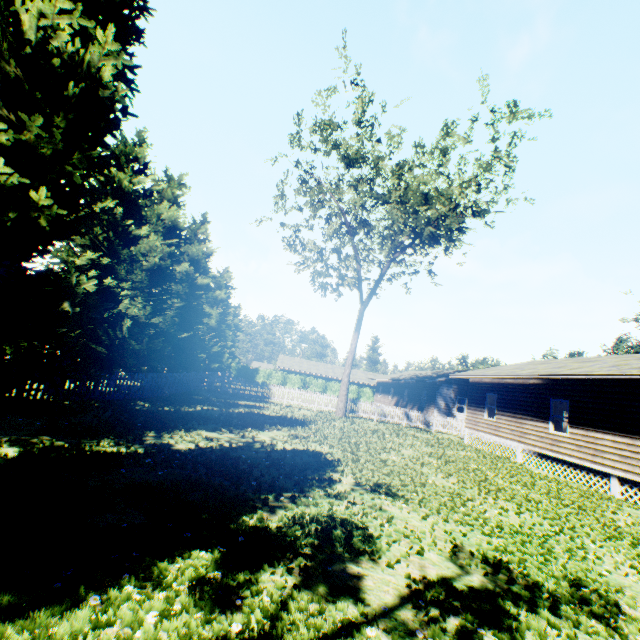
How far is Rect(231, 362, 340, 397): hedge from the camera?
49.8 meters

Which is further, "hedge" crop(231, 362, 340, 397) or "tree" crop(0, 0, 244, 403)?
"hedge" crop(231, 362, 340, 397)

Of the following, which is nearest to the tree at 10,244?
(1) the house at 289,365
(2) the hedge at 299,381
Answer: (2) the hedge at 299,381

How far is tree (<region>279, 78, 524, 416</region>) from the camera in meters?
19.3 m

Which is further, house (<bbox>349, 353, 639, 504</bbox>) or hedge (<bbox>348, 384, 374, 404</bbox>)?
hedge (<bbox>348, 384, 374, 404</bbox>)

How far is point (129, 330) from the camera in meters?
12.6

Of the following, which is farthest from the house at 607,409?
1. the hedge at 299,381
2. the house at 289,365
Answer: the house at 289,365
